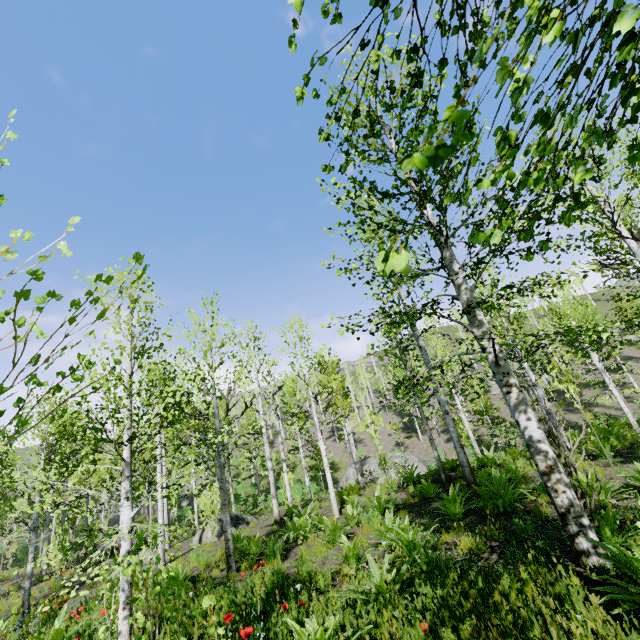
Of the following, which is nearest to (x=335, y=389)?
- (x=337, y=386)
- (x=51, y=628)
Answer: (x=337, y=386)

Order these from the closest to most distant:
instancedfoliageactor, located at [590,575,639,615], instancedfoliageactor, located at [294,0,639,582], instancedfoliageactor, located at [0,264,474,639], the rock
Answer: instancedfoliageactor, located at [294,0,639,582]
instancedfoliageactor, located at [590,575,639,615]
instancedfoliageactor, located at [0,264,474,639]
the rock

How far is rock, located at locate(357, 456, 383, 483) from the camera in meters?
26.5 m

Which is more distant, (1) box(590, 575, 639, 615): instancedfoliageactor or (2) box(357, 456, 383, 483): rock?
(2) box(357, 456, 383, 483): rock

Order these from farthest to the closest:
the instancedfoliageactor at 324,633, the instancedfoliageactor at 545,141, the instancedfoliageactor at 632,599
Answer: the instancedfoliageactor at 324,633
the instancedfoliageactor at 632,599
the instancedfoliageactor at 545,141

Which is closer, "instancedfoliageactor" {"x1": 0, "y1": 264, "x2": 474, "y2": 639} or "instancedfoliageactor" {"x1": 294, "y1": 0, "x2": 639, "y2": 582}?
"instancedfoliageactor" {"x1": 294, "y1": 0, "x2": 639, "y2": 582}

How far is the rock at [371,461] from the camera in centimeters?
2645cm
